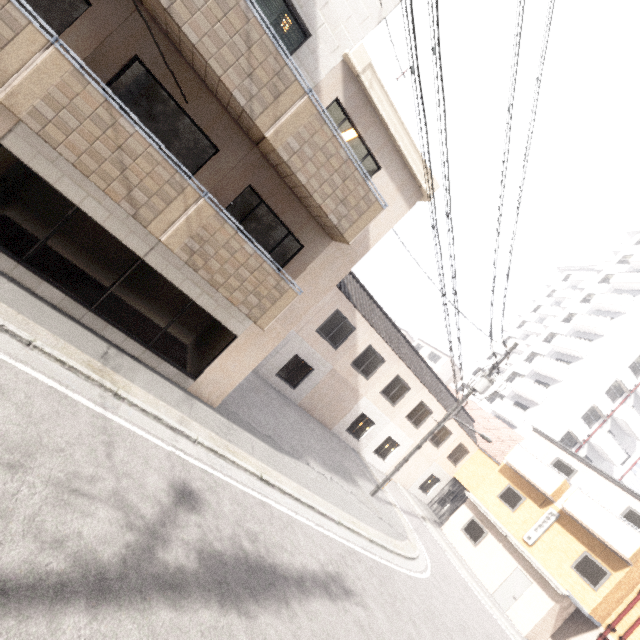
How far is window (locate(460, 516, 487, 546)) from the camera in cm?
1923

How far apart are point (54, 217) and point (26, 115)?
2.01m

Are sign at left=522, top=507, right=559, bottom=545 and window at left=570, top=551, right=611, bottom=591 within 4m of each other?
yes

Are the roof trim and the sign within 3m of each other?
no

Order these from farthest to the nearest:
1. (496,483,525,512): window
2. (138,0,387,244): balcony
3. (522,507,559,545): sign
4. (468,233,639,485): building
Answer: (468,233,639,485): building → (496,483,525,512): window → (522,507,559,545): sign → (138,0,387,244): balcony

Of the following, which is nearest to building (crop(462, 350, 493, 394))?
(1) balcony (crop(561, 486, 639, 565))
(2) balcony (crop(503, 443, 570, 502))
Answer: (2) balcony (crop(503, 443, 570, 502))

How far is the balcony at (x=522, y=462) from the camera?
17.81m

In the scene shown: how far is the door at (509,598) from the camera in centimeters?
1678cm
